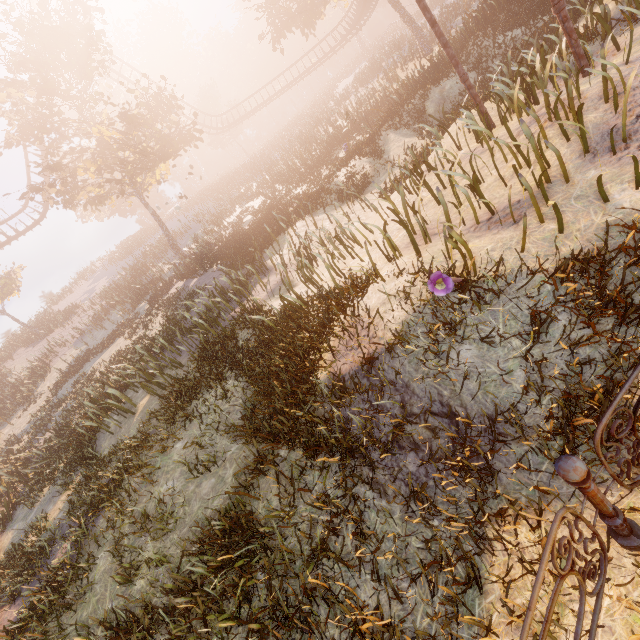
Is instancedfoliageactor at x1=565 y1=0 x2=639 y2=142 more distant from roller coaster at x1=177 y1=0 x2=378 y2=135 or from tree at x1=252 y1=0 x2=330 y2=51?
tree at x1=252 y1=0 x2=330 y2=51

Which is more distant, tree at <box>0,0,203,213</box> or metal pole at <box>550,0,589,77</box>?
tree at <box>0,0,203,213</box>

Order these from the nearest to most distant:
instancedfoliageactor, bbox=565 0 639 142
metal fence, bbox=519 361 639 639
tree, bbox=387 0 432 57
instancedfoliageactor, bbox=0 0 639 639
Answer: metal fence, bbox=519 361 639 639 < instancedfoliageactor, bbox=0 0 639 639 < instancedfoliageactor, bbox=565 0 639 142 < tree, bbox=387 0 432 57

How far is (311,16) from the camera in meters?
23.2 m

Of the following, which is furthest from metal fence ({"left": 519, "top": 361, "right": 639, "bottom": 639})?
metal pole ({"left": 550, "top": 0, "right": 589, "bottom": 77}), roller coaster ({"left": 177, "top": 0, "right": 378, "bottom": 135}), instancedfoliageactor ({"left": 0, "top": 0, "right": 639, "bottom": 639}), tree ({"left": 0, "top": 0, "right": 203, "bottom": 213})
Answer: tree ({"left": 0, "top": 0, "right": 203, "bottom": 213})

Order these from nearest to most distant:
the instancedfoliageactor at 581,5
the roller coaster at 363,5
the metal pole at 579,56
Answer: the instancedfoliageactor at 581,5 → the metal pole at 579,56 → the roller coaster at 363,5

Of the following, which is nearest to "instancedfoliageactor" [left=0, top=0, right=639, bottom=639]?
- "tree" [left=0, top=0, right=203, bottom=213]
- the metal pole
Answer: the metal pole

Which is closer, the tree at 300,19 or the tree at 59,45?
the tree at 59,45
